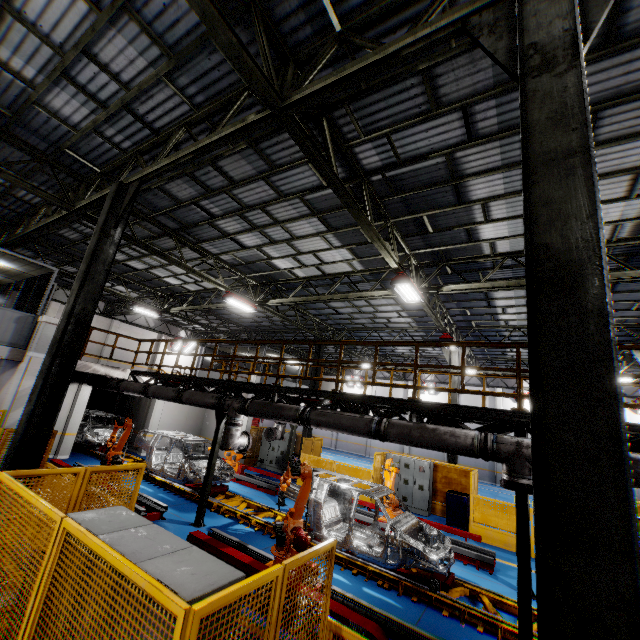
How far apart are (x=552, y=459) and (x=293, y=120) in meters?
5.6 m

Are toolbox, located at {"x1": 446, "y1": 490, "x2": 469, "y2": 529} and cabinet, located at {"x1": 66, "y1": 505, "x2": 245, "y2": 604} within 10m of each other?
no

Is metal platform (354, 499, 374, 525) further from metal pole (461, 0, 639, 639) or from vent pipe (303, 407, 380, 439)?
Result: metal pole (461, 0, 639, 639)

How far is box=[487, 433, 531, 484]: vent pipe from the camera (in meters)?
5.32

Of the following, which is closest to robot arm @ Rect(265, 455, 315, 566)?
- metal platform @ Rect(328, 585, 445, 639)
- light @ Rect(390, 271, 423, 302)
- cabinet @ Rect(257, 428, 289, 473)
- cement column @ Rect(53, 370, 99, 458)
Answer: metal platform @ Rect(328, 585, 445, 639)

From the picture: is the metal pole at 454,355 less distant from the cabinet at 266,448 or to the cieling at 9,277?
the cabinet at 266,448

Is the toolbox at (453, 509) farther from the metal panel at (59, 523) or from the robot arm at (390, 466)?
the robot arm at (390, 466)

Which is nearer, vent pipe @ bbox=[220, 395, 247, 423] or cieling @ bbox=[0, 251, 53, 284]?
vent pipe @ bbox=[220, 395, 247, 423]
